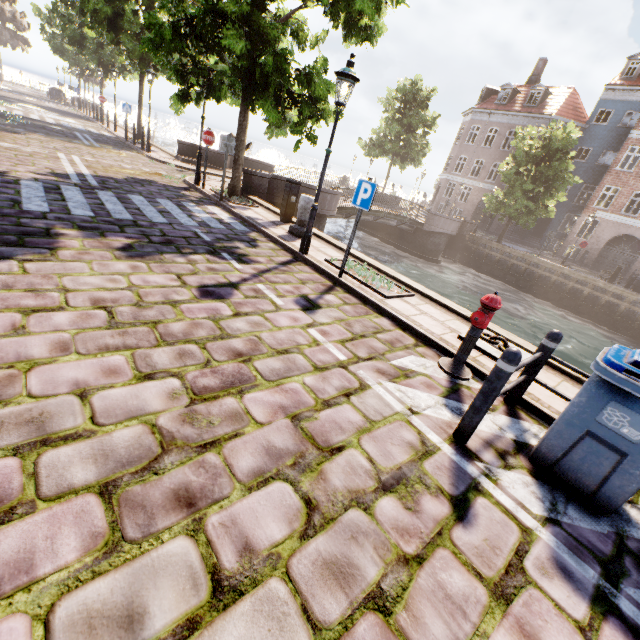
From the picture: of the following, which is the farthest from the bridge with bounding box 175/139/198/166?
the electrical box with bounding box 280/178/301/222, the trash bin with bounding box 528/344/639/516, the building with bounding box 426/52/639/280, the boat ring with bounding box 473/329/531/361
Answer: the trash bin with bounding box 528/344/639/516

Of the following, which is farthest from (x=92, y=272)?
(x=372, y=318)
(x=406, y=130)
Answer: (x=406, y=130)

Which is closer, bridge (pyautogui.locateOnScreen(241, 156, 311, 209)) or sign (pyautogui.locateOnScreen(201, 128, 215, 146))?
sign (pyautogui.locateOnScreen(201, 128, 215, 146))

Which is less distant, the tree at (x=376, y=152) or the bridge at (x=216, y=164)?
the bridge at (x=216, y=164)

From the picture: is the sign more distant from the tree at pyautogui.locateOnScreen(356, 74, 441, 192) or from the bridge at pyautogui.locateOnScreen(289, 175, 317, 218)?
the bridge at pyautogui.locateOnScreen(289, 175, 317, 218)

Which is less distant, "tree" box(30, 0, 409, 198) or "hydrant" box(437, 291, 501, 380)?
"hydrant" box(437, 291, 501, 380)

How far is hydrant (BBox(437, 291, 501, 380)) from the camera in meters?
4.1 m

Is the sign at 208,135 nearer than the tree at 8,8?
Yes
